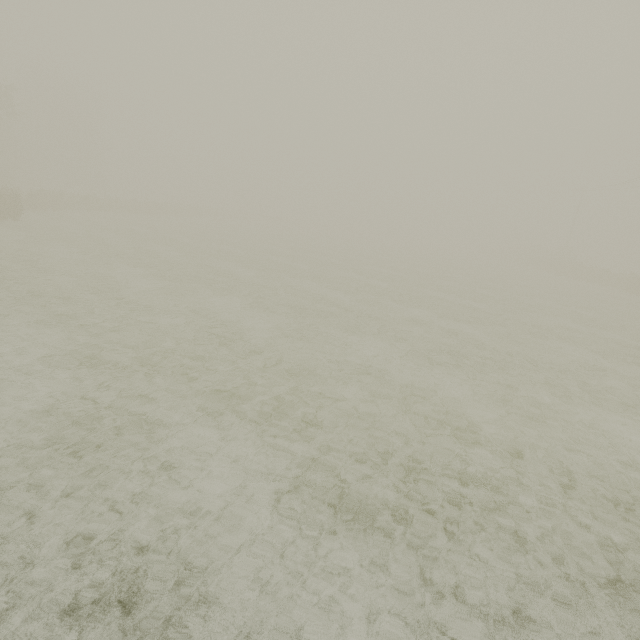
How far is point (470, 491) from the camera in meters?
4.6 m
